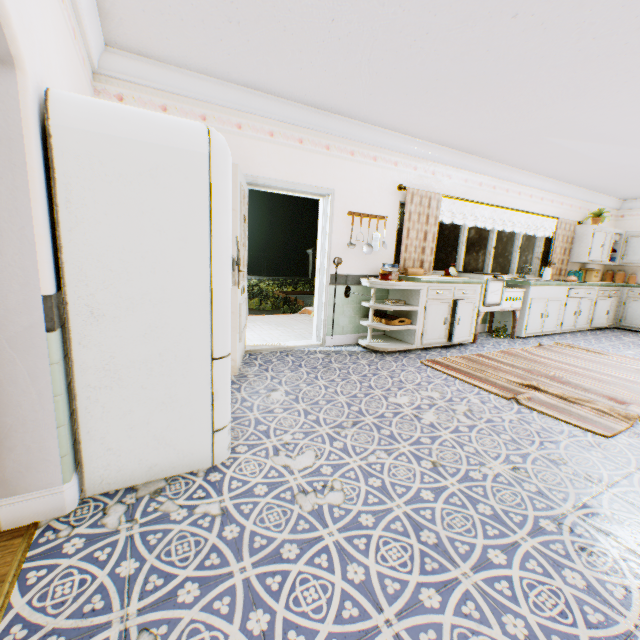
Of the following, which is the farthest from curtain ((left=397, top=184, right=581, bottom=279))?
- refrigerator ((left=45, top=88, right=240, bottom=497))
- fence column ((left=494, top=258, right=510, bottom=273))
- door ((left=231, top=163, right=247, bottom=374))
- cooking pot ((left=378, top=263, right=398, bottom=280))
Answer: fence column ((left=494, top=258, right=510, bottom=273))

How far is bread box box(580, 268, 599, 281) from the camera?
7.9m

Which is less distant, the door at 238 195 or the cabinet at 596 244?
the door at 238 195

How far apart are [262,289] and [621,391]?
11.8m

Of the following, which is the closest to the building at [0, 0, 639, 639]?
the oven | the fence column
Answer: the oven

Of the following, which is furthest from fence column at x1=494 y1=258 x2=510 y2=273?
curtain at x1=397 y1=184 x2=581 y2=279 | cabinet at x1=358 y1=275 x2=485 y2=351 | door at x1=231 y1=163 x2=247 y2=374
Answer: door at x1=231 y1=163 x2=247 y2=374

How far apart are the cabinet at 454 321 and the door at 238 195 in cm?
170

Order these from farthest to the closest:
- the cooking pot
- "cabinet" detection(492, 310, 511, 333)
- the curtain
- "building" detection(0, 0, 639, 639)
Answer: "cabinet" detection(492, 310, 511, 333), the curtain, the cooking pot, "building" detection(0, 0, 639, 639)
